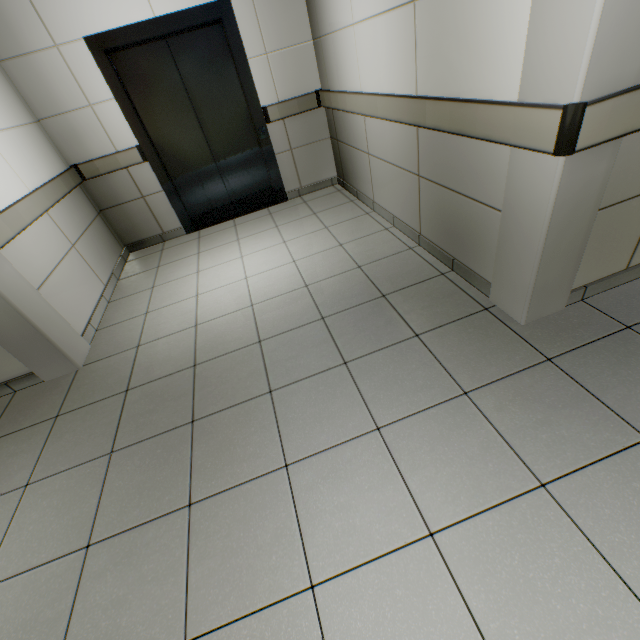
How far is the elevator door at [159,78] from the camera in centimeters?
348cm

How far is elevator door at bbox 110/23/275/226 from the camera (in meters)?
3.48

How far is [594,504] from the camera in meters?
1.2
